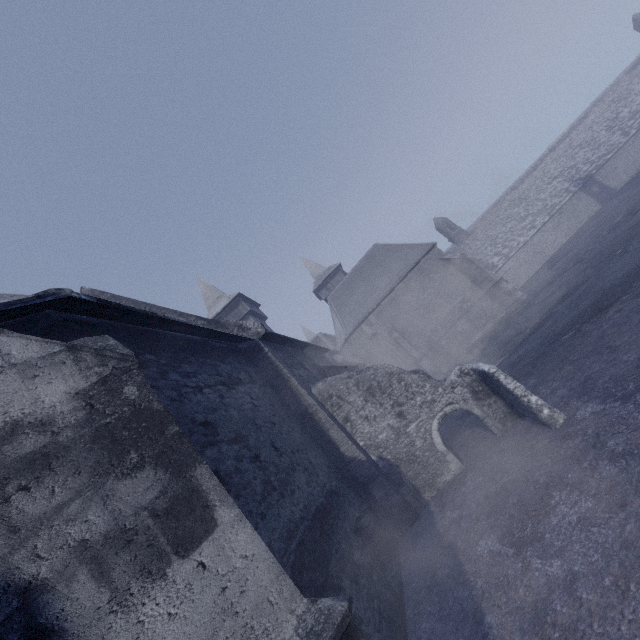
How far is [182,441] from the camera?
2.6m
